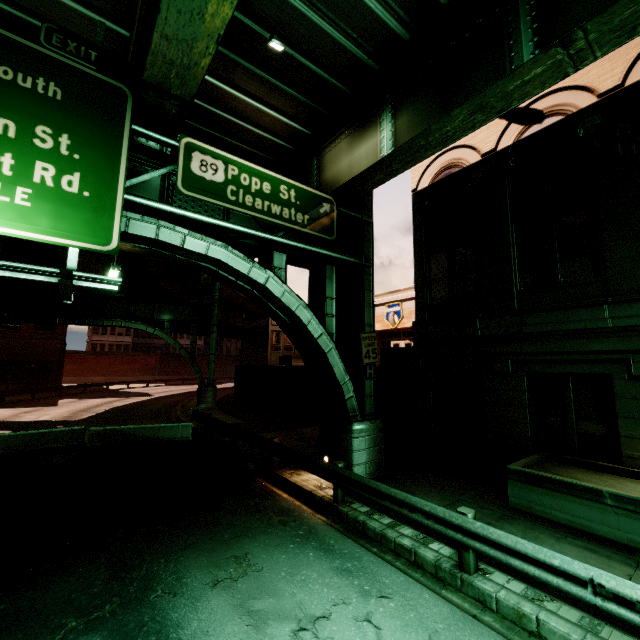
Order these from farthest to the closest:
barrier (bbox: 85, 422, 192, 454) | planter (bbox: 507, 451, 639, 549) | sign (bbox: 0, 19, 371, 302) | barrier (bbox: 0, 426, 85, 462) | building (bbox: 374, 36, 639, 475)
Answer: barrier (bbox: 85, 422, 192, 454)
barrier (bbox: 0, 426, 85, 462)
building (bbox: 374, 36, 639, 475)
planter (bbox: 507, 451, 639, 549)
sign (bbox: 0, 19, 371, 302)

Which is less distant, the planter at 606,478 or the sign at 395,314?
the planter at 606,478

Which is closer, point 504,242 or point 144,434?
point 504,242

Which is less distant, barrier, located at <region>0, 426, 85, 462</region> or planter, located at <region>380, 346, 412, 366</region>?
barrier, located at <region>0, 426, 85, 462</region>

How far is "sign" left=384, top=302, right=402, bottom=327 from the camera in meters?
28.8

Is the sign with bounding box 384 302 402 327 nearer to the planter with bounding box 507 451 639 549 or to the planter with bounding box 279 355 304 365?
the planter with bounding box 279 355 304 365

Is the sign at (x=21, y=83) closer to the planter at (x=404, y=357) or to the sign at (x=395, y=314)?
the planter at (x=404, y=357)

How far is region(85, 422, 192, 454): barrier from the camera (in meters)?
13.30
